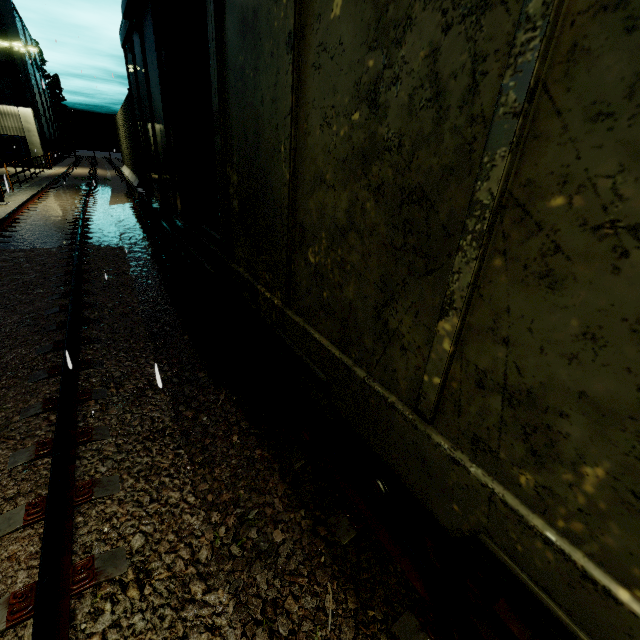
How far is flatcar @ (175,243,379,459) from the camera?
2.40m

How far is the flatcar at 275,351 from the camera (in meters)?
2.40

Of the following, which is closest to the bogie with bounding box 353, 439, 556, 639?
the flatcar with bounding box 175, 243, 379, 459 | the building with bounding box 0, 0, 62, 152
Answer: the flatcar with bounding box 175, 243, 379, 459

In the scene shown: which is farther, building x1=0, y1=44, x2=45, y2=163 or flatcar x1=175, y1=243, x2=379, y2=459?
building x1=0, y1=44, x2=45, y2=163

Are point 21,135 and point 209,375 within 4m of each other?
no

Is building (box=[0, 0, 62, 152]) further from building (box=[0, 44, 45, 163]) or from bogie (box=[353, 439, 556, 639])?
bogie (box=[353, 439, 556, 639])

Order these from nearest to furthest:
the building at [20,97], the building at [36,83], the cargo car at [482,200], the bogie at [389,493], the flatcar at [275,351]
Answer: the cargo car at [482,200] → the bogie at [389,493] → the flatcar at [275,351] → the building at [20,97] → the building at [36,83]

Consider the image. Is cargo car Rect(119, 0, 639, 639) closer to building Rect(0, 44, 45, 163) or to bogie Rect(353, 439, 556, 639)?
bogie Rect(353, 439, 556, 639)
